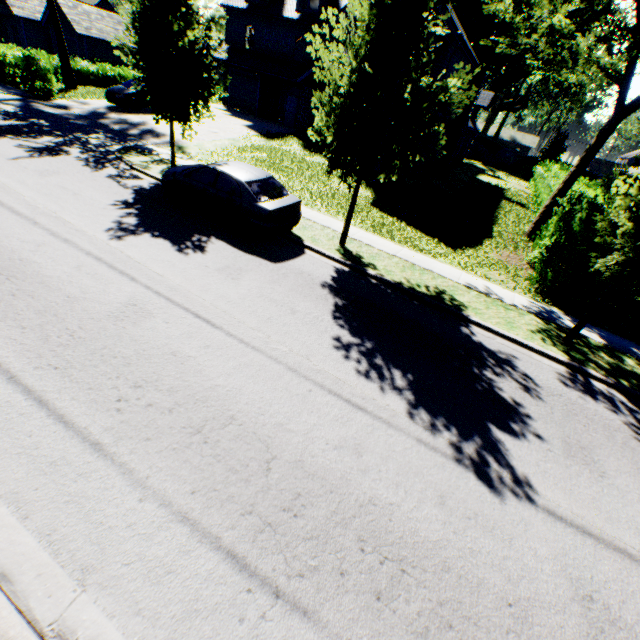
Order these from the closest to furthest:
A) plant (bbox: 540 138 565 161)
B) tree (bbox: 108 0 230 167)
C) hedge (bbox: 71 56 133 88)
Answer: tree (bbox: 108 0 230 167) → hedge (bbox: 71 56 133 88) → plant (bbox: 540 138 565 161)

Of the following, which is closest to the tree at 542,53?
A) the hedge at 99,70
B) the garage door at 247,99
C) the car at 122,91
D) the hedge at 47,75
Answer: the hedge at 47,75

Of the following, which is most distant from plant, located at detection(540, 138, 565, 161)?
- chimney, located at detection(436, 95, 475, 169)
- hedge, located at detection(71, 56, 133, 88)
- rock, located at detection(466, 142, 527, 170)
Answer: chimney, located at detection(436, 95, 475, 169)

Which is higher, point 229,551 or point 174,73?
point 174,73

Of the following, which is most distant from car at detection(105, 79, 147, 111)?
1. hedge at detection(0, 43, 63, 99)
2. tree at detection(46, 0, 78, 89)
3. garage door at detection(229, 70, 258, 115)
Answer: garage door at detection(229, 70, 258, 115)

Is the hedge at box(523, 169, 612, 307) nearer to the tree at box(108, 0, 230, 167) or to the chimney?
the tree at box(108, 0, 230, 167)

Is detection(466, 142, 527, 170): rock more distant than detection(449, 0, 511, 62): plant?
Yes

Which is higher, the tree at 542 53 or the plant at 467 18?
the plant at 467 18
